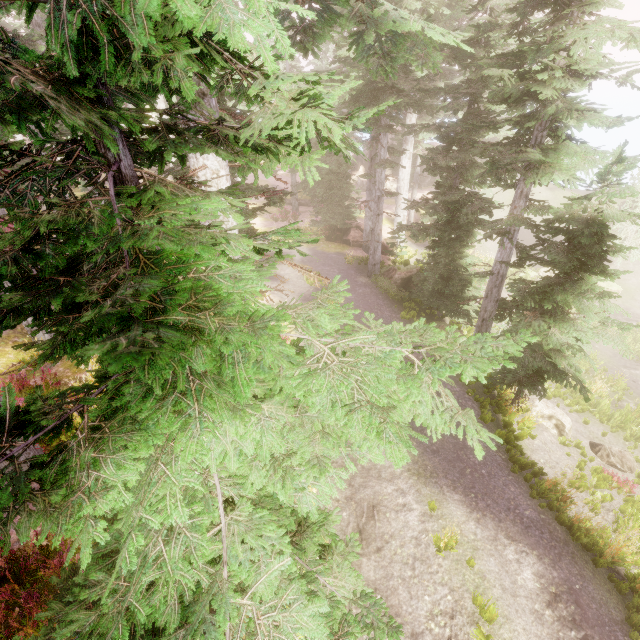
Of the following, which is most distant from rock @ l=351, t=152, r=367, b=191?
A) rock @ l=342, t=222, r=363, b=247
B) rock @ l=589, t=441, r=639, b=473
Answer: rock @ l=589, t=441, r=639, b=473

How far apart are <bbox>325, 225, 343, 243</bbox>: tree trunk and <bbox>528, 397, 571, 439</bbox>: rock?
14.9m

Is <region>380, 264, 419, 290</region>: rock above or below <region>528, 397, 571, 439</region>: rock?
above

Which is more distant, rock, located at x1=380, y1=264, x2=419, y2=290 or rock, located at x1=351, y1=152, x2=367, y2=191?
rock, located at x1=351, y1=152, x2=367, y2=191

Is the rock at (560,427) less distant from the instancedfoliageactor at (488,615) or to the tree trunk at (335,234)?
the instancedfoliageactor at (488,615)

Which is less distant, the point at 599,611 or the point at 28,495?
the point at 28,495

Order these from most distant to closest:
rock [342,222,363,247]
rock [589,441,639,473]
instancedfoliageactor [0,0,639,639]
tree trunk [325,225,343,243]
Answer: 1. tree trunk [325,225,343,243]
2. rock [342,222,363,247]
3. rock [589,441,639,473]
4. instancedfoliageactor [0,0,639,639]

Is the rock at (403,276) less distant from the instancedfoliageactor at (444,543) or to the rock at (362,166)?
the instancedfoliageactor at (444,543)
